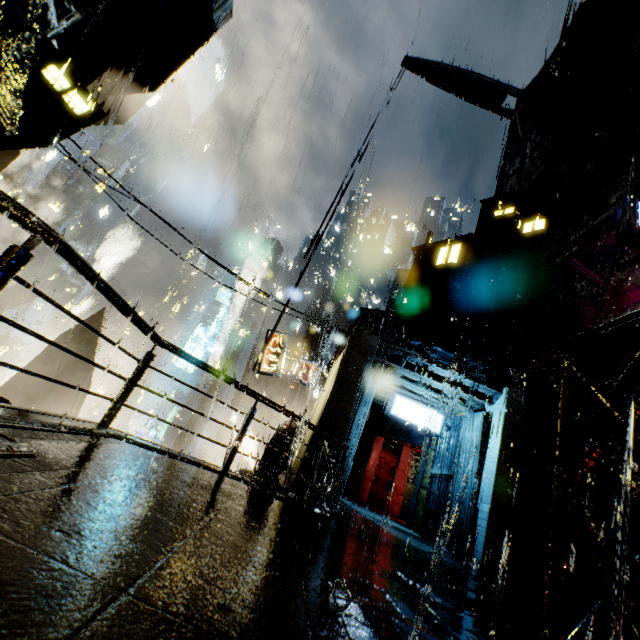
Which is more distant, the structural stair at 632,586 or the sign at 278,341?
the sign at 278,341

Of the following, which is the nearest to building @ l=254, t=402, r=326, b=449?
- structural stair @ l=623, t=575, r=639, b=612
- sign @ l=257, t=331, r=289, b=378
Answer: structural stair @ l=623, t=575, r=639, b=612

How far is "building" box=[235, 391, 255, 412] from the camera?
55.61m

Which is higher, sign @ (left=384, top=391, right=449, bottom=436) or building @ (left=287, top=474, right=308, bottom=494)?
sign @ (left=384, top=391, right=449, bottom=436)

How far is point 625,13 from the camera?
25.8 meters

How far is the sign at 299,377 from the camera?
16.5 meters

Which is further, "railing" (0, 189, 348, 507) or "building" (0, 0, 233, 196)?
"building" (0, 0, 233, 196)

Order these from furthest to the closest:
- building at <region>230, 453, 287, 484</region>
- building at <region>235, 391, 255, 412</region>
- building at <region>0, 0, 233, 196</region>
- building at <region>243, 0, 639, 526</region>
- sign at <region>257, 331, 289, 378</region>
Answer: building at <region>235, 391, 255, 412</region> < sign at <region>257, 331, 289, 378</region> < building at <region>243, 0, 639, 526</region> < building at <region>230, 453, 287, 484</region> < building at <region>0, 0, 233, 196</region>
